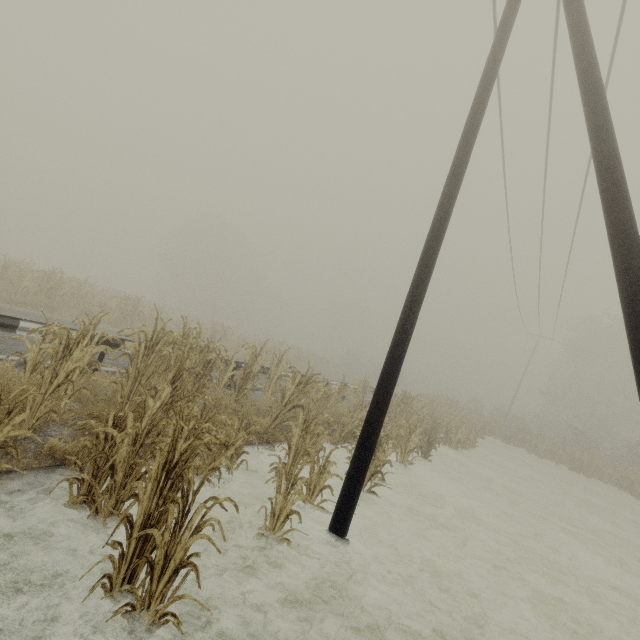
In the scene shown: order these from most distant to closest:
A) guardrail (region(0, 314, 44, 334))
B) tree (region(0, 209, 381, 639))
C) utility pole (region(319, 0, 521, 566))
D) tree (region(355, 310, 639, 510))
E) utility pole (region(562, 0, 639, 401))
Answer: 1. tree (region(355, 310, 639, 510))
2. guardrail (region(0, 314, 44, 334))
3. utility pole (region(319, 0, 521, 566))
4. utility pole (region(562, 0, 639, 401))
5. tree (region(0, 209, 381, 639))

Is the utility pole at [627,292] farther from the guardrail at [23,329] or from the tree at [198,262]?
the guardrail at [23,329]

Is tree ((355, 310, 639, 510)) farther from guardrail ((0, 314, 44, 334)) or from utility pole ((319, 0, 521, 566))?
guardrail ((0, 314, 44, 334))

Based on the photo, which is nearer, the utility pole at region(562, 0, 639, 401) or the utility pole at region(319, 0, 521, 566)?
the utility pole at region(562, 0, 639, 401)

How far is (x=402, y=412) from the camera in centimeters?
1334cm

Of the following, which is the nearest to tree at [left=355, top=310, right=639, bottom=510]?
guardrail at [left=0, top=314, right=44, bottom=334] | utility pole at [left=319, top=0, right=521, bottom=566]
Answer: utility pole at [left=319, top=0, right=521, bottom=566]

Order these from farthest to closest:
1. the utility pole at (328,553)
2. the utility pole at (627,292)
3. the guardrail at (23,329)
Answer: the guardrail at (23,329) < the utility pole at (328,553) < the utility pole at (627,292)
